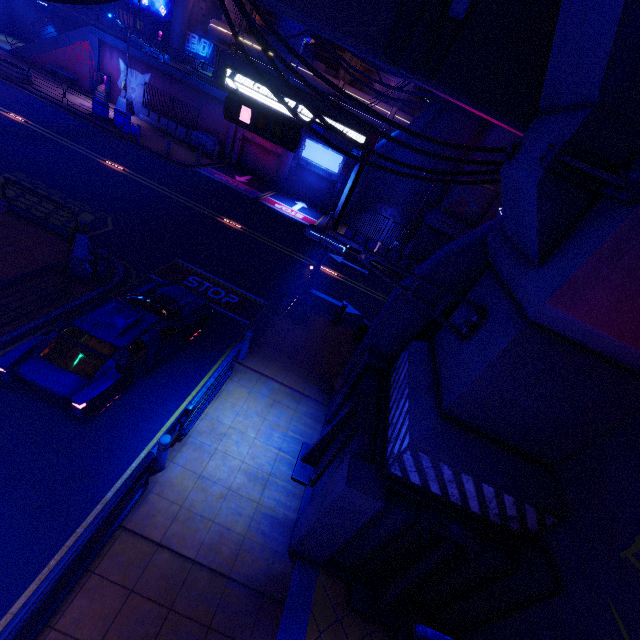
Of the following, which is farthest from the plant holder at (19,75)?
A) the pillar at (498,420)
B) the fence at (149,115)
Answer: the pillar at (498,420)

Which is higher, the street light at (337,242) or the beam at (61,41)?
the street light at (337,242)

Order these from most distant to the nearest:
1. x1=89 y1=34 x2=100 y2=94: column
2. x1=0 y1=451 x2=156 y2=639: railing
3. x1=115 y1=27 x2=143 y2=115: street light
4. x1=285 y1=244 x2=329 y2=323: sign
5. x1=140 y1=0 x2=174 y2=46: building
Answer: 1. x1=140 y1=0 x2=174 y2=46: building
2. x1=89 y1=34 x2=100 y2=94: column
3. x1=115 y1=27 x2=143 y2=115: street light
4. x1=285 y1=244 x2=329 y2=323: sign
5. x1=0 y1=451 x2=156 y2=639: railing

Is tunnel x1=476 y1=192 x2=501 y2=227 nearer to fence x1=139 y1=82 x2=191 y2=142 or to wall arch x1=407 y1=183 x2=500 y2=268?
wall arch x1=407 y1=183 x2=500 y2=268

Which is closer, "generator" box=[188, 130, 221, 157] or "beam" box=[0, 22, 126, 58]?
"beam" box=[0, 22, 126, 58]

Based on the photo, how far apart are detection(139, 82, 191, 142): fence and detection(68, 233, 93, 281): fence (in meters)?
20.86

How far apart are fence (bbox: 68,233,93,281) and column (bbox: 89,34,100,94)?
26.2m

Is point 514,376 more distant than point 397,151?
No
